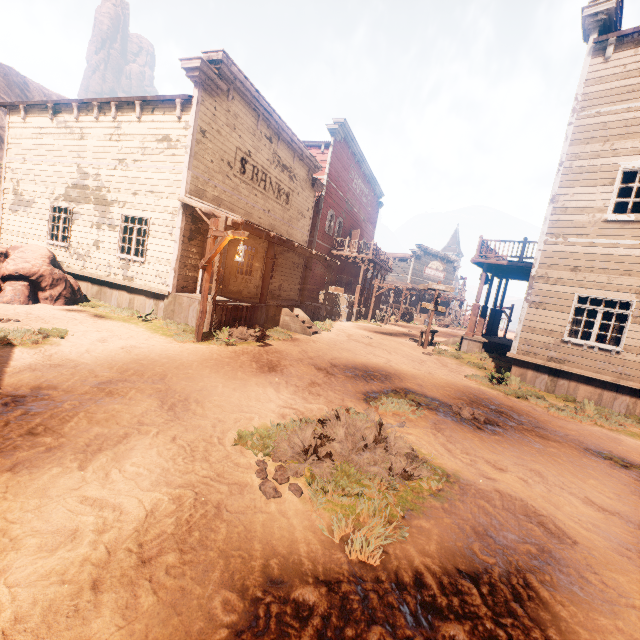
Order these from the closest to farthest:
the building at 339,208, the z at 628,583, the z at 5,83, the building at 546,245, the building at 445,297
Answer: the z at 628,583 < the building at 546,245 < the building at 339,208 < the building at 445,297 < the z at 5,83

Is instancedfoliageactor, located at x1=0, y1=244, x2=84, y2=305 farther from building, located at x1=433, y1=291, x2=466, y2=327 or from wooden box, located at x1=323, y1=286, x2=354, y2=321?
wooden box, located at x1=323, y1=286, x2=354, y2=321

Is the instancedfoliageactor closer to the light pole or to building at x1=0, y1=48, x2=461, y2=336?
building at x1=0, y1=48, x2=461, y2=336

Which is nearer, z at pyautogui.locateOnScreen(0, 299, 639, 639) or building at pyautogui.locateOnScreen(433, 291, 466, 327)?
z at pyautogui.locateOnScreen(0, 299, 639, 639)

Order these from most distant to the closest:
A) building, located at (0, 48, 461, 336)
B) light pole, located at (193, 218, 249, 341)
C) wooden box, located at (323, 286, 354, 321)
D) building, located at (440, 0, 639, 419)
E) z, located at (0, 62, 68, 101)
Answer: z, located at (0, 62, 68, 101) → wooden box, located at (323, 286, 354, 321) → building, located at (0, 48, 461, 336) → building, located at (440, 0, 639, 419) → light pole, located at (193, 218, 249, 341)

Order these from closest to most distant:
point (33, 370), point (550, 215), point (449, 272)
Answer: Result: point (33, 370) < point (550, 215) < point (449, 272)

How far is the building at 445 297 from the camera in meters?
39.2 m

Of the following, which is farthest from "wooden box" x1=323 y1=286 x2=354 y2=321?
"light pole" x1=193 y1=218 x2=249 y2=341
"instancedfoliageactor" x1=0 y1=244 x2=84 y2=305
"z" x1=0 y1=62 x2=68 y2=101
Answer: "instancedfoliageactor" x1=0 y1=244 x2=84 y2=305
